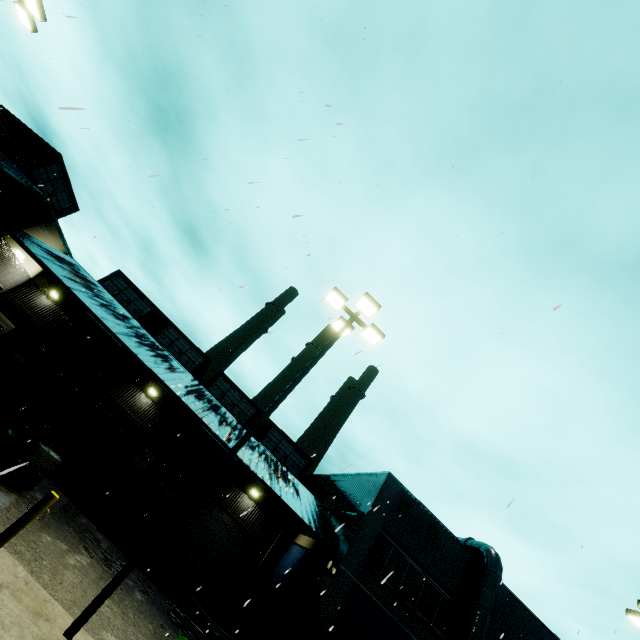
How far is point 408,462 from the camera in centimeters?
1134cm

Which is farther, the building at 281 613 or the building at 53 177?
the building at 53 177

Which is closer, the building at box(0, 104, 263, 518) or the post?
the post

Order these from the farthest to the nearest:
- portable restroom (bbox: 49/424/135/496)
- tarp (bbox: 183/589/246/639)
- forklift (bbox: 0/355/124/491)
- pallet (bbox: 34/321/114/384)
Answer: portable restroom (bbox: 49/424/135/496) → tarp (bbox: 183/589/246/639) → pallet (bbox: 34/321/114/384) → forklift (bbox: 0/355/124/491)

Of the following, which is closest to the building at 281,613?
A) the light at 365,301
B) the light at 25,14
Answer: the light at 25,14

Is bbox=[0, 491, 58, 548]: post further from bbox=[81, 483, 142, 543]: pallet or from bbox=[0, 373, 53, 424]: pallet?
bbox=[0, 373, 53, 424]: pallet

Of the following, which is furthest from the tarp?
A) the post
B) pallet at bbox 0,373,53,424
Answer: the post

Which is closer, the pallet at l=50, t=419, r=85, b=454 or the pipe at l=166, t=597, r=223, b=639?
the pipe at l=166, t=597, r=223, b=639
